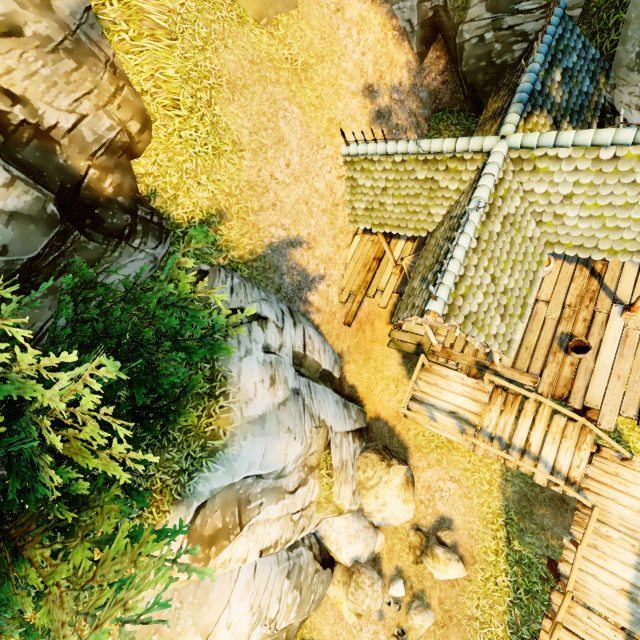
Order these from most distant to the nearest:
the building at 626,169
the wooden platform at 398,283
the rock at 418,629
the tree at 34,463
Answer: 1. the wooden platform at 398,283
2. the rock at 418,629
3. the building at 626,169
4. the tree at 34,463

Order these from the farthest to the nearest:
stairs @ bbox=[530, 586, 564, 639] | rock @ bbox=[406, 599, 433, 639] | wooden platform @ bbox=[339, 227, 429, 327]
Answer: wooden platform @ bbox=[339, 227, 429, 327]
rock @ bbox=[406, 599, 433, 639]
stairs @ bbox=[530, 586, 564, 639]

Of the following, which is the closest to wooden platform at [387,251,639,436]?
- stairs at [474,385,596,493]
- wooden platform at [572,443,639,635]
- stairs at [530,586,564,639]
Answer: stairs at [474,385,596,493]

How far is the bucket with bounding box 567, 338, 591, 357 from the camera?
7.49m

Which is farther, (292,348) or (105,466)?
(292,348)

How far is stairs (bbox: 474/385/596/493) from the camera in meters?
8.1

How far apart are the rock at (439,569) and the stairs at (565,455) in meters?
3.7

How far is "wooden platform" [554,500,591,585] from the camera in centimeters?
773cm
